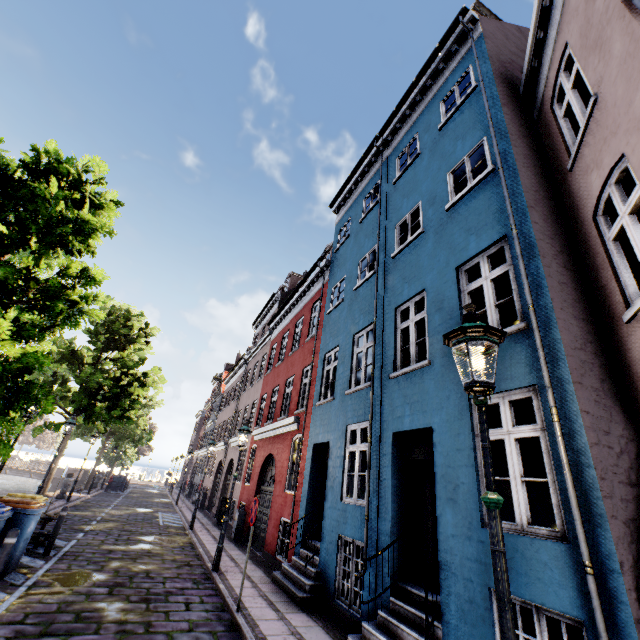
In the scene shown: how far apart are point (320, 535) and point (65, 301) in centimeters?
864cm

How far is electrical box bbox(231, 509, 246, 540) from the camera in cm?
1329

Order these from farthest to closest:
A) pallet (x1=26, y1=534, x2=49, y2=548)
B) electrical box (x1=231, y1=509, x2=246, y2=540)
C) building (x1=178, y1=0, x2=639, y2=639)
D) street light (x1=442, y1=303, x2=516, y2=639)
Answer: electrical box (x1=231, y1=509, x2=246, y2=540), pallet (x1=26, y1=534, x2=49, y2=548), building (x1=178, y1=0, x2=639, y2=639), street light (x1=442, y1=303, x2=516, y2=639)

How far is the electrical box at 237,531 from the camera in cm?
1329

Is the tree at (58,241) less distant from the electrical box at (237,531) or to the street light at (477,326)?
the street light at (477,326)

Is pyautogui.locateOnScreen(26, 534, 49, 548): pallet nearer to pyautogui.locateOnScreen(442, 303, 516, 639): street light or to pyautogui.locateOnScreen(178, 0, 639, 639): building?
pyautogui.locateOnScreen(178, 0, 639, 639): building

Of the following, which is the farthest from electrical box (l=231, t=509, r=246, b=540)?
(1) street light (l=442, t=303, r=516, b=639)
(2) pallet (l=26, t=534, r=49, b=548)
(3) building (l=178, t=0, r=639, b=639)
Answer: (1) street light (l=442, t=303, r=516, b=639)

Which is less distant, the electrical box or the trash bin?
the trash bin
